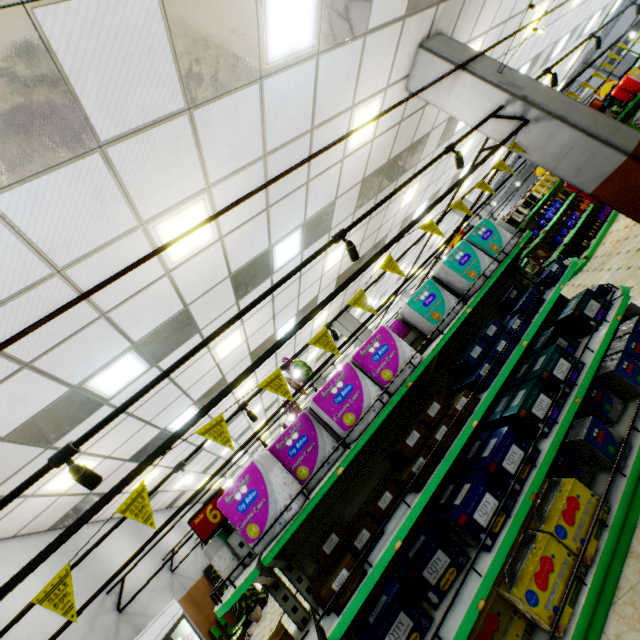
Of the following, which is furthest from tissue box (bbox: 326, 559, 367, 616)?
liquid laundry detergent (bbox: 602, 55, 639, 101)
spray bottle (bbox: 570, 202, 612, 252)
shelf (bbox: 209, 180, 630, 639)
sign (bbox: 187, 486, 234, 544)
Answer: spray bottle (bbox: 570, 202, 612, 252)

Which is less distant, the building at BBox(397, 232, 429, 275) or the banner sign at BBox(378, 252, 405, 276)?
the banner sign at BBox(378, 252, 405, 276)

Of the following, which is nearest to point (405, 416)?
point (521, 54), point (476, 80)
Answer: point (476, 80)

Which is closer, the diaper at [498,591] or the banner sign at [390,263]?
the diaper at [498,591]

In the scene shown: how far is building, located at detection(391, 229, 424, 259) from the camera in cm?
1338

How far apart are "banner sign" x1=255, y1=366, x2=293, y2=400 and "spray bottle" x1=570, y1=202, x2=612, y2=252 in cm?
1063

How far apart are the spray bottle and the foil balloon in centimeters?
886cm

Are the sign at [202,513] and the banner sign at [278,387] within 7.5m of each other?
yes
